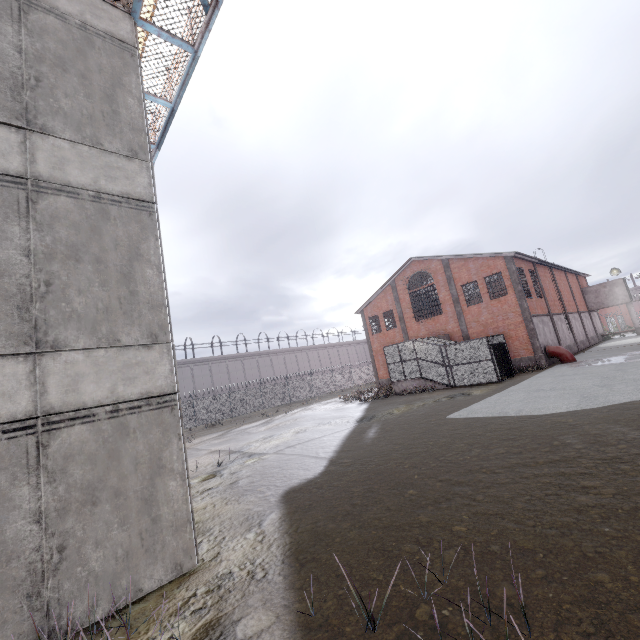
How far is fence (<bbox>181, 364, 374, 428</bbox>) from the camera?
33.3m

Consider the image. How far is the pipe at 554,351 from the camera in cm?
2376

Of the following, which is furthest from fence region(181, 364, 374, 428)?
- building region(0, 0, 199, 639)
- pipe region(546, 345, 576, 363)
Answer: pipe region(546, 345, 576, 363)

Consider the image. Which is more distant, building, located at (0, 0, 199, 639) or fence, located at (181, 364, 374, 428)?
fence, located at (181, 364, 374, 428)

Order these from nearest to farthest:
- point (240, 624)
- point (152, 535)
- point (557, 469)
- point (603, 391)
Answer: point (240, 624) < point (152, 535) < point (557, 469) < point (603, 391)

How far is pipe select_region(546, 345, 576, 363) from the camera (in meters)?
23.76

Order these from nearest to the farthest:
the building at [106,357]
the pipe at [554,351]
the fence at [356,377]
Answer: the building at [106,357] → the pipe at [554,351] → the fence at [356,377]
